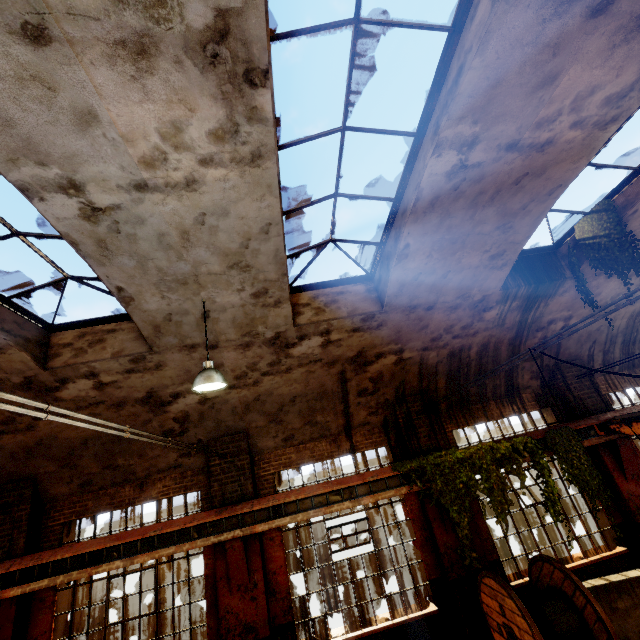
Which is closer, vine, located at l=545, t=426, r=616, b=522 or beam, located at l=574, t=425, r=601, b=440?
vine, located at l=545, t=426, r=616, b=522

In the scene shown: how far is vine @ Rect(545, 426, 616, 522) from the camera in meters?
7.6

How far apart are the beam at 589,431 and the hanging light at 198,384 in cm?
890

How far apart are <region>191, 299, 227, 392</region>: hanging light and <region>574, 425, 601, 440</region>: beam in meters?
8.9 m

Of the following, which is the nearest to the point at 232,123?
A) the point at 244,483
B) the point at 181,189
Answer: the point at 181,189

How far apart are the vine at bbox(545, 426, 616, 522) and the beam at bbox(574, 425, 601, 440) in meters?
0.0 m

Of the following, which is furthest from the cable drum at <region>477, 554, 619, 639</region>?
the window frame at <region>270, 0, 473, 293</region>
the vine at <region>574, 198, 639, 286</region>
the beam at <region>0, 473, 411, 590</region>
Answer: the window frame at <region>270, 0, 473, 293</region>

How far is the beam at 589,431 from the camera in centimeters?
839cm
